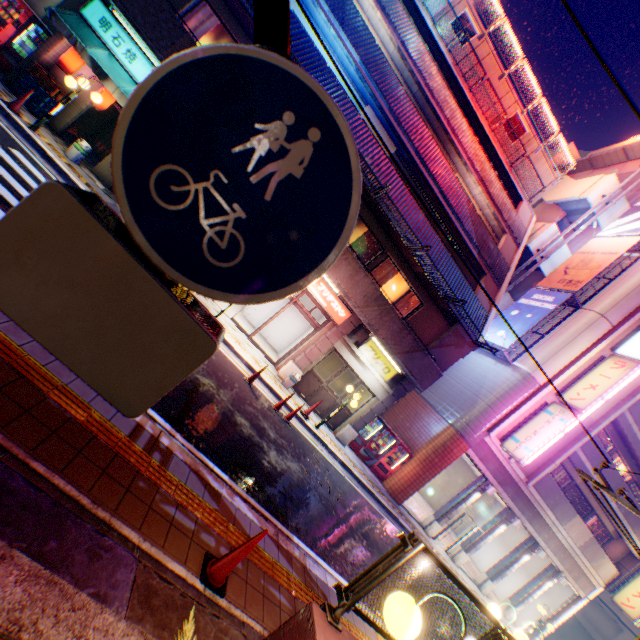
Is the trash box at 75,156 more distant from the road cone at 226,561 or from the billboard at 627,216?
the billboard at 627,216

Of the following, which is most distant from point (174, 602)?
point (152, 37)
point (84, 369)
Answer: point (152, 37)

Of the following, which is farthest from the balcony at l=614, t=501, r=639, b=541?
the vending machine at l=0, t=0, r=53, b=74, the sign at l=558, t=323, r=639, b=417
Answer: the vending machine at l=0, t=0, r=53, b=74

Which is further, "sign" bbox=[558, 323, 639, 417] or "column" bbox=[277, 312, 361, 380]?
"sign" bbox=[558, 323, 639, 417]

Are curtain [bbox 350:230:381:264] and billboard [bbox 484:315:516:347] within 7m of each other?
no

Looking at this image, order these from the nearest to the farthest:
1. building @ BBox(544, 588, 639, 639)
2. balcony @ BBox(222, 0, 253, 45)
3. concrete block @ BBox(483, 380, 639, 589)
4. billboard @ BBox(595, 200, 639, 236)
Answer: balcony @ BBox(222, 0, 253, 45)
concrete block @ BBox(483, 380, 639, 589)
billboard @ BBox(595, 200, 639, 236)
building @ BBox(544, 588, 639, 639)

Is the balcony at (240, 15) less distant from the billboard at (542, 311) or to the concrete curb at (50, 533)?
the billboard at (542, 311)

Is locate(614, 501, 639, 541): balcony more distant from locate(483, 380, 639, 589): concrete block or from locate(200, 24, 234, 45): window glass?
locate(200, 24, 234, 45): window glass
